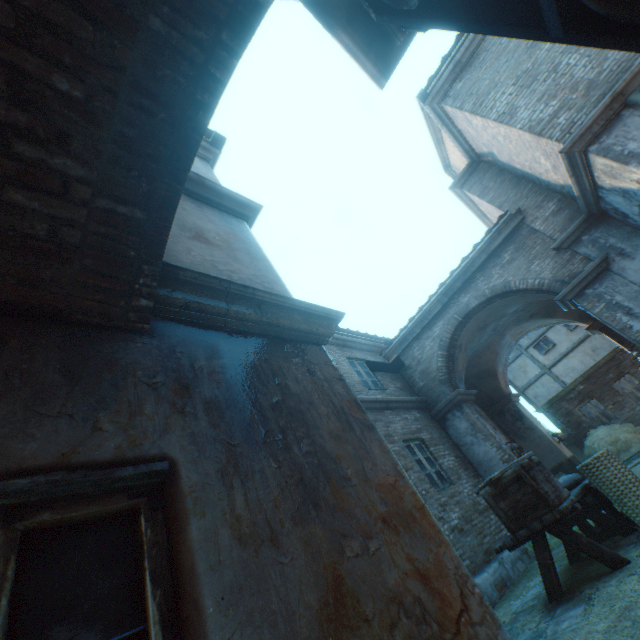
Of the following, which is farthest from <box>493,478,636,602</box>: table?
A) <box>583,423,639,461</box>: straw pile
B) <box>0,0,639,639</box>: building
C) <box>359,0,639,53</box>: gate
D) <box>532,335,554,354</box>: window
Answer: <box>532,335,554,354</box>: window

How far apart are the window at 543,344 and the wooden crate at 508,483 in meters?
17.7 m

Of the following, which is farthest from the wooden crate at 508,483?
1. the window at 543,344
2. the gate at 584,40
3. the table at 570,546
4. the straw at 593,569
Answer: the window at 543,344

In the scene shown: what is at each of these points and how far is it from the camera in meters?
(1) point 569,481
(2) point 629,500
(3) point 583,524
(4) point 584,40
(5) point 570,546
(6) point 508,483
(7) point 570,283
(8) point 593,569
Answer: (1) burlap sack, 5.1
(2) wicker basket, 4.1
(3) wooden crate, 5.3
(4) gate, 0.7
(5) table, 5.0
(6) wooden crate, 4.2
(7) building, 8.1
(8) straw, 4.1

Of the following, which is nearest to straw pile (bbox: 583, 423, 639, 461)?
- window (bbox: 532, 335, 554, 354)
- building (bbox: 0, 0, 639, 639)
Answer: building (bbox: 0, 0, 639, 639)

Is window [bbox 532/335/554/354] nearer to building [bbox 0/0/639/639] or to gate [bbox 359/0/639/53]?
building [bbox 0/0/639/639]

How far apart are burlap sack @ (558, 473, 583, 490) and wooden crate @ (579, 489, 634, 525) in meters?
0.1 m

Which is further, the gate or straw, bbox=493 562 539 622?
straw, bbox=493 562 539 622
